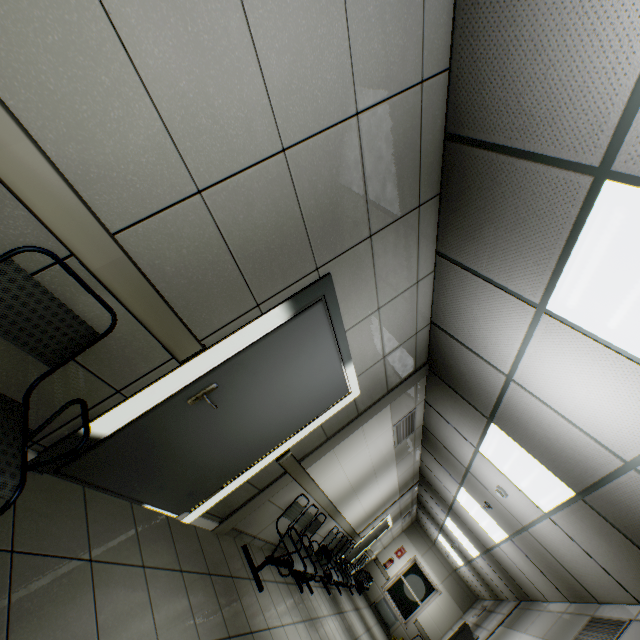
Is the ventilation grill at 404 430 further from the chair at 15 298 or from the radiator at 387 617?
the radiator at 387 617

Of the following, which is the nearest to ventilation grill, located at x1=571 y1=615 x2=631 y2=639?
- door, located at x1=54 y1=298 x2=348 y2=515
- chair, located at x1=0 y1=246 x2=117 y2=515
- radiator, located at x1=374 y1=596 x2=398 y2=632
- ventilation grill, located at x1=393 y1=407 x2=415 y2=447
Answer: ventilation grill, located at x1=393 y1=407 x2=415 y2=447

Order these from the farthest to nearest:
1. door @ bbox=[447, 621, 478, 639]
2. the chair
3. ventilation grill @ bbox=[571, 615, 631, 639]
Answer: door @ bbox=[447, 621, 478, 639]
ventilation grill @ bbox=[571, 615, 631, 639]
the chair

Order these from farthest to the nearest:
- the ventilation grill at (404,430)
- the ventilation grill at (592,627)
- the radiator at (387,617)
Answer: the radiator at (387,617) < the ventilation grill at (404,430) < the ventilation grill at (592,627)

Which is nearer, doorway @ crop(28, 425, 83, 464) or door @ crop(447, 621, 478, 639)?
doorway @ crop(28, 425, 83, 464)

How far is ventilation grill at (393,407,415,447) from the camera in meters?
5.1 m

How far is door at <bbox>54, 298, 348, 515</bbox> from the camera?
2.2m

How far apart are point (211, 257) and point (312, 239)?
0.66m
